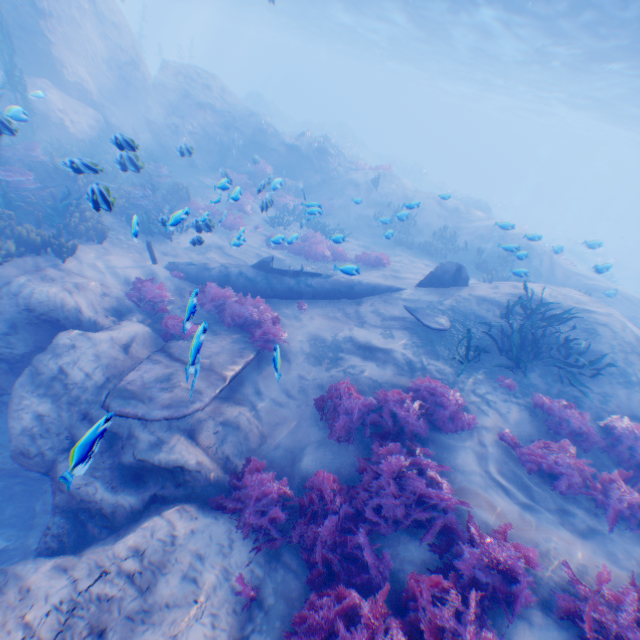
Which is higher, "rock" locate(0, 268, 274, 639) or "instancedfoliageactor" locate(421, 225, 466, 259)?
"instancedfoliageactor" locate(421, 225, 466, 259)

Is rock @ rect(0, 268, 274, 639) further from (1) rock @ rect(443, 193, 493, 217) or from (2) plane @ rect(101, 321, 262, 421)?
(1) rock @ rect(443, 193, 493, 217)

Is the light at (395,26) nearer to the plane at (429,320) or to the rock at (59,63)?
the rock at (59,63)

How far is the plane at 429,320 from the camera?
9.12m

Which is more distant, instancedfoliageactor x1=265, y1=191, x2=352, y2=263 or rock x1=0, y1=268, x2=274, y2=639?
instancedfoliageactor x1=265, y1=191, x2=352, y2=263

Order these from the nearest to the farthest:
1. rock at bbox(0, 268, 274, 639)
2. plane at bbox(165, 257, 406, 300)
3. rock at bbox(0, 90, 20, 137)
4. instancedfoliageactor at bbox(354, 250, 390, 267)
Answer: rock at bbox(0, 268, 274, 639), rock at bbox(0, 90, 20, 137), plane at bbox(165, 257, 406, 300), instancedfoliageactor at bbox(354, 250, 390, 267)

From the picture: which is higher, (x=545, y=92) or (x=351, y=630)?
(x=545, y=92)

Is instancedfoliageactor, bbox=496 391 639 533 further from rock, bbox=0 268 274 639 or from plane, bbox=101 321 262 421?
plane, bbox=101 321 262 421
